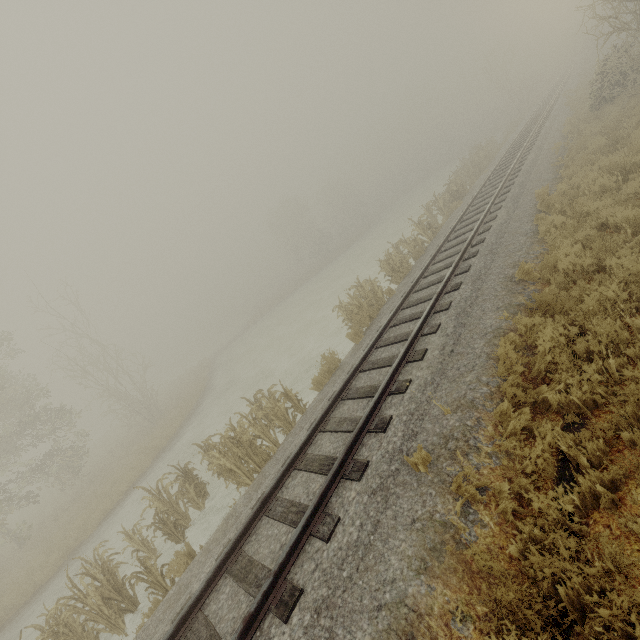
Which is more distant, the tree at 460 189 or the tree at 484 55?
the tree at 484 55

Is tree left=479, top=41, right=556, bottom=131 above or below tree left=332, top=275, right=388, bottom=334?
above

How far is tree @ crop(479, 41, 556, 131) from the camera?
37.7m

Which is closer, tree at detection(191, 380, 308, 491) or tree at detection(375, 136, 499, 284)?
tree at detection(191, 380, 308, 491)

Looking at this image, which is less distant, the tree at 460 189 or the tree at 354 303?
the tree at 354 303

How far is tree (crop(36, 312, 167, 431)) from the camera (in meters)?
23.08

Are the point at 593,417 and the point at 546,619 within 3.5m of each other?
yes

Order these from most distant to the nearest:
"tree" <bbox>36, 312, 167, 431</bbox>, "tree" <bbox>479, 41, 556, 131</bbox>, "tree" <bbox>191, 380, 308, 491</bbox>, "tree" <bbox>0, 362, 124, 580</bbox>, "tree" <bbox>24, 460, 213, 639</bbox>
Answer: "tree" <bbox>479, 41, 556, 131</bbox>, "tree" <bbox>36, 312, 167, 431</bbox>, "tree" <bbox>0, 362, 124, 580</bbox>, "tree" <bbox>191, 380, 308, 491</bbox>, "tree" <bbox>24, 460, 213, 639</bbox>
